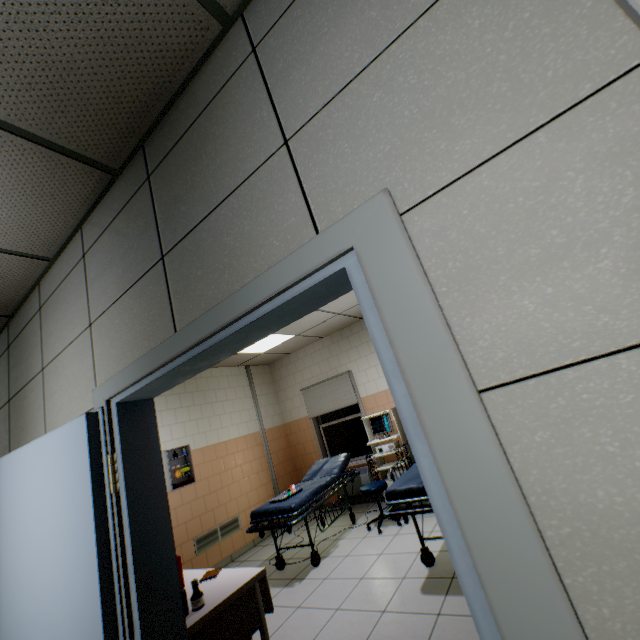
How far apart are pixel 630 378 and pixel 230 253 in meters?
1.2

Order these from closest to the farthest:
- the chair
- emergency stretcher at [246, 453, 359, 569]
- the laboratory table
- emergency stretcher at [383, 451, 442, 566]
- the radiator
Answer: the laboratory table, emergency stretcher at [383, 451, 442, 566], emergency stretcher at [246, 453, 359, 569], the chair, the radiator

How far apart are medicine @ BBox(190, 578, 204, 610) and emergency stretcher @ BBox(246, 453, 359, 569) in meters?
2.1 m

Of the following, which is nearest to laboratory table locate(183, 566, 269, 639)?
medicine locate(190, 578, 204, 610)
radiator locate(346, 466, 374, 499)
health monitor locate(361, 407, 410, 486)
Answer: medicine locate(190, 578, 204, 610)

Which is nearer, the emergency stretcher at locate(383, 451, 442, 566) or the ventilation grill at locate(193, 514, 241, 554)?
the emergency stretcher at locate(383, 451, 442, 566)

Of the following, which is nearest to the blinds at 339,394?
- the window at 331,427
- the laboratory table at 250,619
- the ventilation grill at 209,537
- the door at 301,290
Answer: the window at 331,427

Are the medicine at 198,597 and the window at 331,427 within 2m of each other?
no

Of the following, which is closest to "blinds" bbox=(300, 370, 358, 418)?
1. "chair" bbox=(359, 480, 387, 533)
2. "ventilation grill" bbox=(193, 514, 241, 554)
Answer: "chair" bbox=(359, 480, 387, 533)
